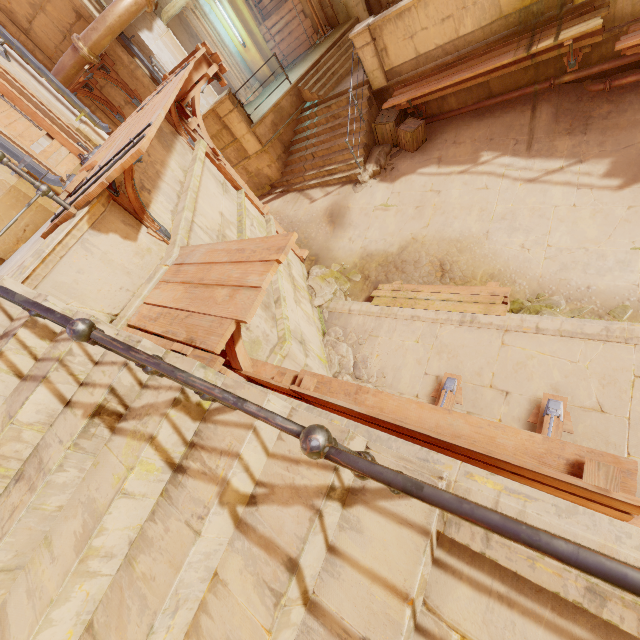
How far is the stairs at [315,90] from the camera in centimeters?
1066cm

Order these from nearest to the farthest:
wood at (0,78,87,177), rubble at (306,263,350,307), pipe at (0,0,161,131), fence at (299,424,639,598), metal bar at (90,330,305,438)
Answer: fence at (299,424,639,598)
metal bar at (90,330,305,438)
wood at (0,78,87,177)
pipe at (0,0,161,131)
rubble at (306,263,350,307)

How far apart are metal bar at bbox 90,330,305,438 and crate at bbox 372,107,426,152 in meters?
9.5

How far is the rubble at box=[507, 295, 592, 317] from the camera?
5.6m

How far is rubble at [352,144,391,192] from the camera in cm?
953

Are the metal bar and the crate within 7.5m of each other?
no

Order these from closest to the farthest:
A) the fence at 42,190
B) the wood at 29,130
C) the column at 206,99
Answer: the fence at 42,190 < the wood at 29,130 < the column at 206,99

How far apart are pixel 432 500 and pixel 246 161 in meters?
12.8 m
